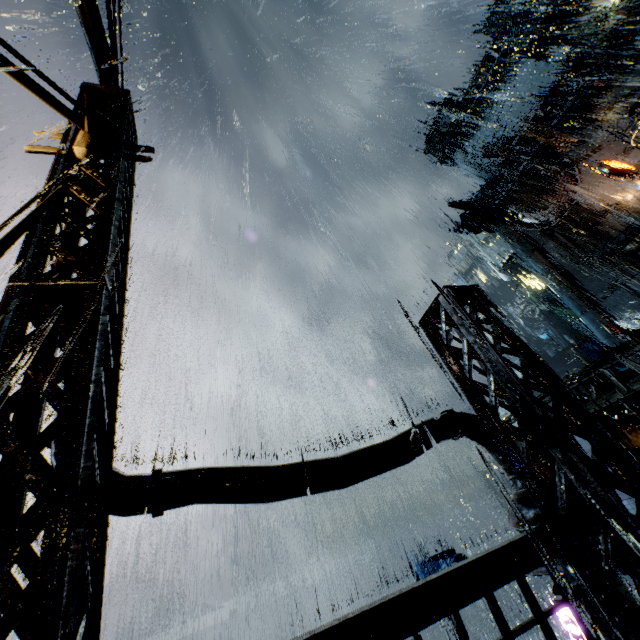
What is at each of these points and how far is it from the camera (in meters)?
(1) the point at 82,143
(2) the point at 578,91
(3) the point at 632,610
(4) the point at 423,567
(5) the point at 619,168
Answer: (1) lamp post, 3.90
(2) building, 35.81
(3) building, 2.78
(4) cloth, 23.89
(5) sign, 30.06

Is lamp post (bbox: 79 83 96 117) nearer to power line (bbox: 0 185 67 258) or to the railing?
power line (bbox: 0 185 67 258)

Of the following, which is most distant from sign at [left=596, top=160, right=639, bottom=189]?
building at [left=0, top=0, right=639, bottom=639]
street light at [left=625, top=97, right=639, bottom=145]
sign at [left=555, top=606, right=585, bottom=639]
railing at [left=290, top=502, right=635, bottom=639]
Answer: railing at [left=290, top=502, right=635, bottom=639]

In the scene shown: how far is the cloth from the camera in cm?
2172

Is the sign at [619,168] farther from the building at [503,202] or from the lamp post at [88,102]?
the lamp post at [88,102]

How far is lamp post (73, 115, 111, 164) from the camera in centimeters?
388cm

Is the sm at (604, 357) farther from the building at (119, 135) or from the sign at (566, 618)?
the sign at (566, 618)

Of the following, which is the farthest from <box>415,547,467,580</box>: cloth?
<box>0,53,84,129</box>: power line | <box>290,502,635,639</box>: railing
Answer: <box>0,53,84,129</box>: power line
